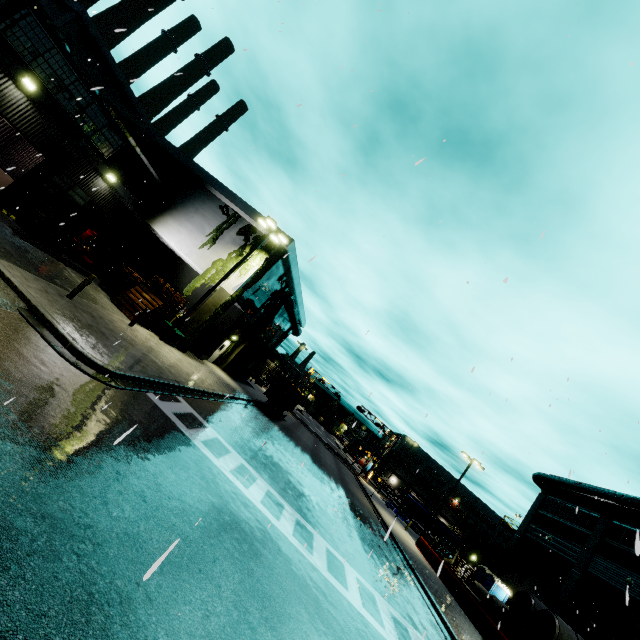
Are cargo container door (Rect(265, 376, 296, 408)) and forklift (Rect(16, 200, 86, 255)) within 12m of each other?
no

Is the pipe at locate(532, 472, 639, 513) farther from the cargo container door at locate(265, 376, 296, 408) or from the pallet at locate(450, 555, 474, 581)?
the cargo container door at locate(265, 376, 296, 408)

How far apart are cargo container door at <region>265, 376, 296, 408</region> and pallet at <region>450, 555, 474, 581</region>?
26.00m

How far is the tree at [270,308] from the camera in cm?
2944

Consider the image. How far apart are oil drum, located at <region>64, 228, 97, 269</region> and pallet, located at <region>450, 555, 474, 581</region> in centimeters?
4378cm

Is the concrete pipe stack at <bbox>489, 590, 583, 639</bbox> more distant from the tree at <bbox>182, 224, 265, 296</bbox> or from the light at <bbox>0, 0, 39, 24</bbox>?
the light at <bbox>0, 0, 39, 24</bbox>

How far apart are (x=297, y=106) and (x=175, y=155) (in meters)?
25.42

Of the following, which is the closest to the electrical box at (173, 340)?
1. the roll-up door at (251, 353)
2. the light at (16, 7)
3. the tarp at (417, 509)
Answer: the roll-up door at (251, 353)
